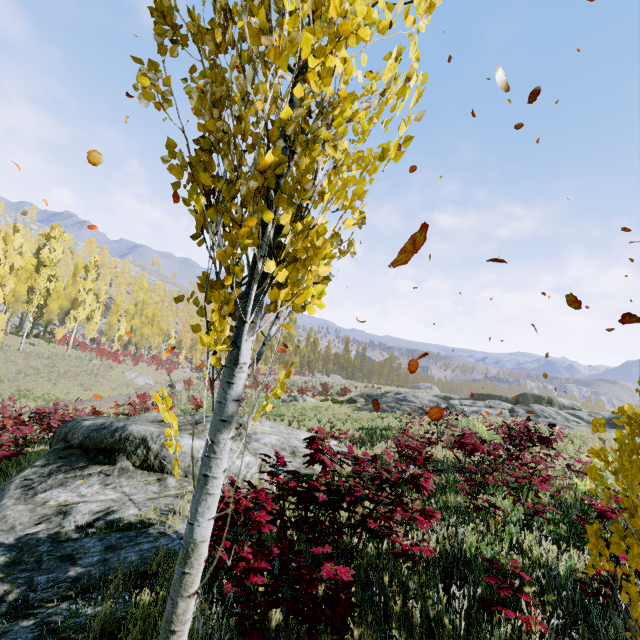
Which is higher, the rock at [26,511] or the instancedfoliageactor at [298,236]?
the instancedfoliageactor at [298,236]

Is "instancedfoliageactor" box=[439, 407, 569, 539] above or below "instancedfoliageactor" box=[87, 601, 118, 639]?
above

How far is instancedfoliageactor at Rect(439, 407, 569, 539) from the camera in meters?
5.2 m

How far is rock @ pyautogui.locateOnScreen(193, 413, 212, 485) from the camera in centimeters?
690cm

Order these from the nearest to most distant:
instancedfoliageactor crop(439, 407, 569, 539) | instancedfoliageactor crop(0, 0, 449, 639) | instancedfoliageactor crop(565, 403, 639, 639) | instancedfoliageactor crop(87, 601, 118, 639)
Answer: instancedfoliageactor crop(0, 0, 449, 639) → instancedfoliageactor crop(565, 403, 639, 639) → instancedfoliageactor crop(87, 601, 118, 639) → instancedfoliageactor crop(439, 407, 569, 539)

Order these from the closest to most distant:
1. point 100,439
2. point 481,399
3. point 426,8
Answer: point 426,8 → point 100,439 → point 481,399

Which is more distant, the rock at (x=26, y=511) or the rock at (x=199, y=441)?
the rock at (x=199, y=441)

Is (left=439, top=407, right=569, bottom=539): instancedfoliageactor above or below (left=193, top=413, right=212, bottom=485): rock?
above
